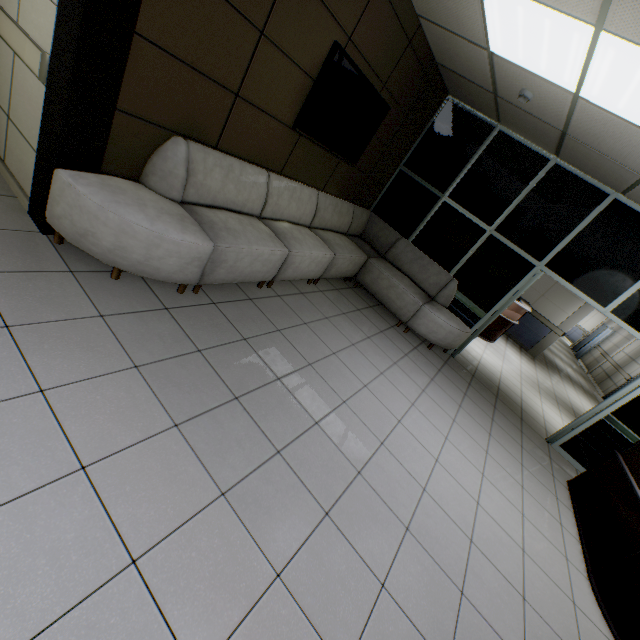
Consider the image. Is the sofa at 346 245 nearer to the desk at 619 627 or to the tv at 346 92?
the tv at 346 92

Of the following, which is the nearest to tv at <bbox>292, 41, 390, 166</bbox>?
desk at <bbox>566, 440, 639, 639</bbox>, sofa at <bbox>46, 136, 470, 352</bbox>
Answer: sofa at <bbox>46, 136, 470, 352</bbox>

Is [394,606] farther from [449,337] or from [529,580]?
[449,337]

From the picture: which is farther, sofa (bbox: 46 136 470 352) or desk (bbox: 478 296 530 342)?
desk (bbox: 478 296 530 342)

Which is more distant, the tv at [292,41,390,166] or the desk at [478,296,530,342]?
the desk at [478,296,530,342]

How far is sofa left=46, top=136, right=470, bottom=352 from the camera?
2.37m

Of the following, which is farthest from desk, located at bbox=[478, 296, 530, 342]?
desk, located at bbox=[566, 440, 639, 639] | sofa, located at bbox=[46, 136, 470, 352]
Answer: desk, located at bbox=[566, 440, 639, 639]
